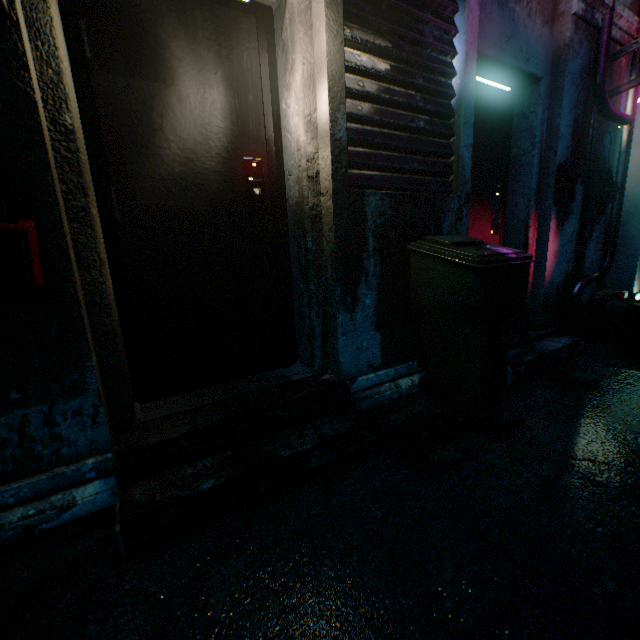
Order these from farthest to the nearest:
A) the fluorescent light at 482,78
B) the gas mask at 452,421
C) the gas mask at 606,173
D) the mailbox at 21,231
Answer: the gas mask at 606,173
the fluorescent light at 482,78
the gas mask at 452,421
the mailbox at 21,231

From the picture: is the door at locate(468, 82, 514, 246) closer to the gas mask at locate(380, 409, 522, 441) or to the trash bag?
the trash bag

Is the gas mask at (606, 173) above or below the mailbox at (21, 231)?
above

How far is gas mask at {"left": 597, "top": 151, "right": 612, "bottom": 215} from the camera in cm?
321

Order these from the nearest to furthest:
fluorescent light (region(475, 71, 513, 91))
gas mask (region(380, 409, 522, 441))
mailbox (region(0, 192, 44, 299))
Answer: mailbox (region(0, 192, 44, 299))
gas mask (region(380, 409, 522, 441))
fluorescent light (region(475, 71, 513, 91))

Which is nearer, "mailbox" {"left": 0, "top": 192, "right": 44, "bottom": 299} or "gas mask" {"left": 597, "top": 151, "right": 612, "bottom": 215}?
"mailbox" {"left": 0, "top": 192, "right": 44, "bottom": 299}

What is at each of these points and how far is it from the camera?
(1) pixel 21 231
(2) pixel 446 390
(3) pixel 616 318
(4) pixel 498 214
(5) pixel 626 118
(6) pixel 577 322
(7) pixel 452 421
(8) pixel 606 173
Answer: (1) mailbox, 1.1 meters
(2) trash bin, 2.0 meters
(3) trash bin, 2.9 meters
(4) door, 3.1 meters
(5) pipe, 3.2 meters
(6) trash bag, 3.0 meters
(7) gas mask, 1.8 meters
(8) gas mask, 3.2 meters

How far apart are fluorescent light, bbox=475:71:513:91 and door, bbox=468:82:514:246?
0.0m
